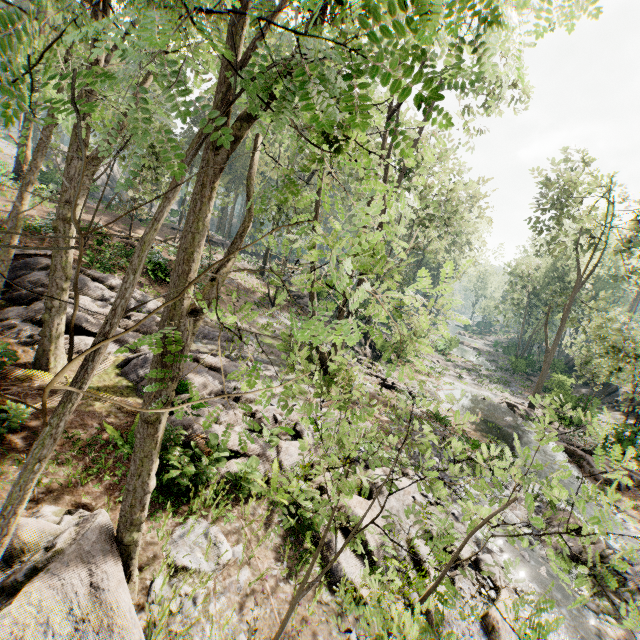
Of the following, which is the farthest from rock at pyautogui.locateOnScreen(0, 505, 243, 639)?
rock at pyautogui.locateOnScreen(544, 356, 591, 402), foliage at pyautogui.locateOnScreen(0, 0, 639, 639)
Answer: rock at pyautogui.locateOnScreen(544, 356, 591, 402)

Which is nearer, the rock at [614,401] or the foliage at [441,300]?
the foliage at [441,300]

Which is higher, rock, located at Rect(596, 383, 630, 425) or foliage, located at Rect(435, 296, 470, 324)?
foliage, located at Rect(435, 296, 470, 324)

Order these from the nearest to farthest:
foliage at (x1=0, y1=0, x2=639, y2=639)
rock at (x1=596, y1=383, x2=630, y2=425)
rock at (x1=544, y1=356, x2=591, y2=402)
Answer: foliage at (x1=0, y1=0, x2=639, y2=639), rock at (x1=544, y1=356, x2=591, y2=402), rock at (x1=596, y1=383, x2=630, y2=425)

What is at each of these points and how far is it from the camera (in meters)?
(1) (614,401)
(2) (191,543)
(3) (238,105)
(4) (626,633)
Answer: (1) rock, 31.97
(2) rock, 5.91
(3) foliage, 14.93
(4) foliage, 8.09

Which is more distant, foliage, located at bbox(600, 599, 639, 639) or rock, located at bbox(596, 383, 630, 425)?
rock, located at bbox(596, 383, 630, 425)
